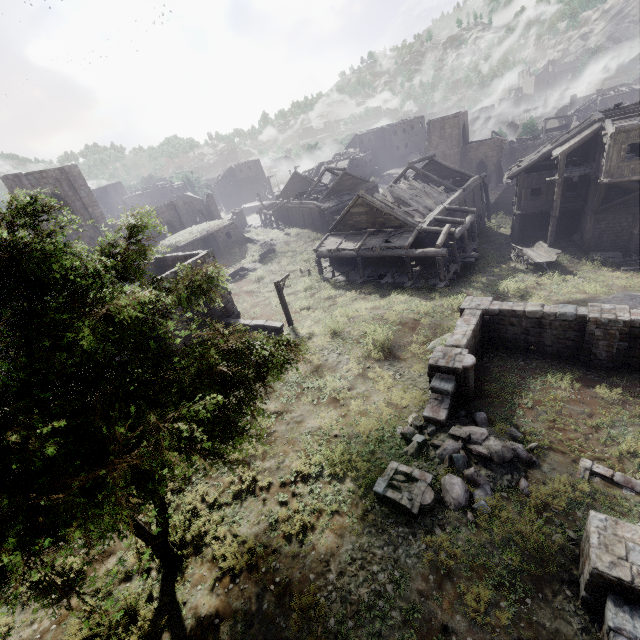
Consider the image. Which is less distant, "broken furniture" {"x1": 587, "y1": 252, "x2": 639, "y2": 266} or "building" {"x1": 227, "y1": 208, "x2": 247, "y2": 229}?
"broken furniture" {"x1": 587, "y1": 252, "x2": 639, "y2": 266}

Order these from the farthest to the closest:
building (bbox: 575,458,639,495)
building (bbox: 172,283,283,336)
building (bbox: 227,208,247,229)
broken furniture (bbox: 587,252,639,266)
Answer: A:
1. building (bbox: 227,208,247,229)
2. broken furniture (bbox: 587,252,639,266)
3. building (bbox: 172,283,283,336)
4. building (bbox: 575,458,639,495)

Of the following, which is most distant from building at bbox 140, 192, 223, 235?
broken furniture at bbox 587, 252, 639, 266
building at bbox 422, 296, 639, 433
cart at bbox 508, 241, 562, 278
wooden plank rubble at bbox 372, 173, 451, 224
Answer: building at bbox 422, 296, 639, 433

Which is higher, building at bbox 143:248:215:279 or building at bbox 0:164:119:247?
building at bbox 0:164:119:247

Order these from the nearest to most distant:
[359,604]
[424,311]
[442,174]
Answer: [359,604] → [424,311] → [442,174]

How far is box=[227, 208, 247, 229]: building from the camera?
49.7 meters

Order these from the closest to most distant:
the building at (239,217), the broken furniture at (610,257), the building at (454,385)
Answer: the building at (454,385) → the broken furniture at (610,257) → the building at (239,217)

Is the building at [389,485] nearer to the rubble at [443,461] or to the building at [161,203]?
the rubble at [443,461]
